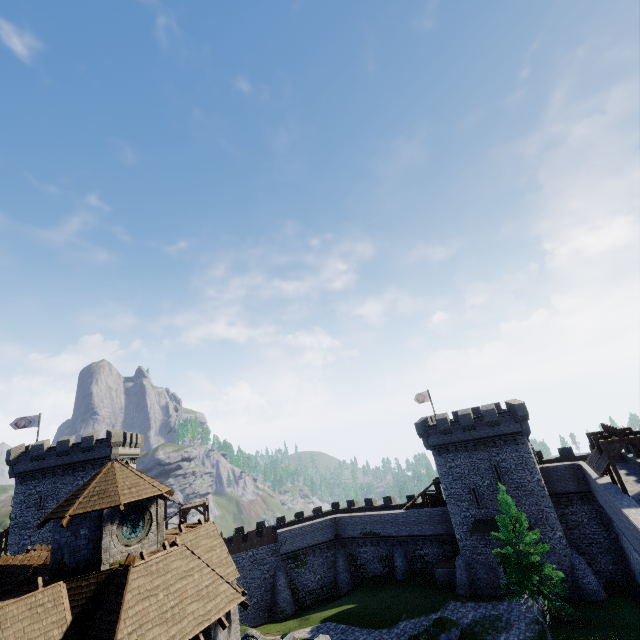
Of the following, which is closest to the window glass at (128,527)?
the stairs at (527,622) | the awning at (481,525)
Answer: the awning at (481,525)

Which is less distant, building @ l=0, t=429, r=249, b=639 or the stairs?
building @ l=0, t=429, r=249, b=639

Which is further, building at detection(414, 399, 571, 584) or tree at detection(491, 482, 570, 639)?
building at detection(414, 399, 571, 584)

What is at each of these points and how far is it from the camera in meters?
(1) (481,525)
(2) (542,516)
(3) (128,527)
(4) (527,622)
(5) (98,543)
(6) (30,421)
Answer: (1) awning, 33.3 m
(2) building, 31.2 m
(3) window glass, 17.7 m
(4) stairs, 28.6 m
(5) building, 16.4 m
(6) flag, 40.0 m

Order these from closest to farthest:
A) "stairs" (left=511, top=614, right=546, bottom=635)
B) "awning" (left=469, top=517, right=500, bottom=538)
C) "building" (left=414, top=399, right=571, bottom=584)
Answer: "stairs" (left=511, top=614, right=546, bottom=635) → "building" (left=414, top=399, right=571, bottom=584) → "awning" (left=469, top=517, right=500, bottom=538)

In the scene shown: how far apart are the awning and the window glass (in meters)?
31.38

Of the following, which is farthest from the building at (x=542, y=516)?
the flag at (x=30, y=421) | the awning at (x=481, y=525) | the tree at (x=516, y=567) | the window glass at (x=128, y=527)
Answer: the flag at (x=30, y=421)

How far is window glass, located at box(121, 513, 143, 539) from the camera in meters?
17.5 m
